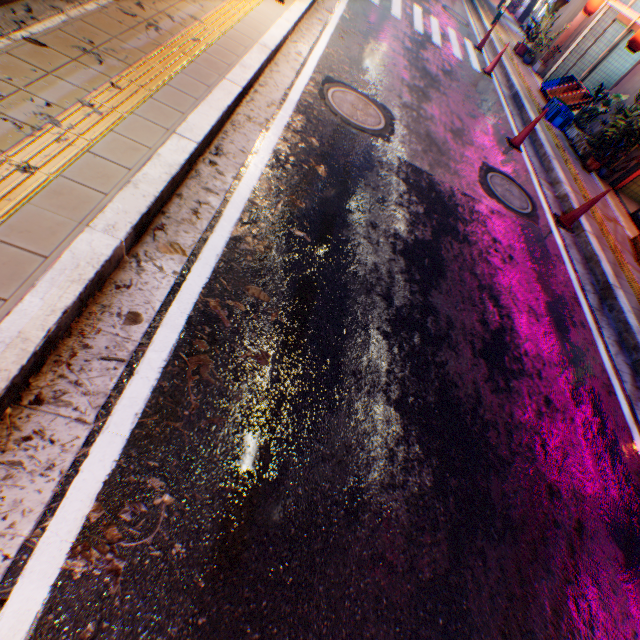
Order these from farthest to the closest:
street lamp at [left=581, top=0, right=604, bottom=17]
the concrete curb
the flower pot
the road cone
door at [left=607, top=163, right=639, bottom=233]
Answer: street lamp at [left=581, top=0, right=604, bottom=17]
the flower pot
door at [left=607, top=163, right=639, bottom=233]
the road cone
the concrete curb

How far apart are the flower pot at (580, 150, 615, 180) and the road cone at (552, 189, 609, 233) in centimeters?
345cm

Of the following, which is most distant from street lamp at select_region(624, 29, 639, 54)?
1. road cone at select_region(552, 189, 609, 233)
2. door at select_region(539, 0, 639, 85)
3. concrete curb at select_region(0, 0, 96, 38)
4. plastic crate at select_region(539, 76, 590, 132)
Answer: concrete curb at select_region(0, 0, 96, 38)

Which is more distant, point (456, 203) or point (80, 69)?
point (456, 203)

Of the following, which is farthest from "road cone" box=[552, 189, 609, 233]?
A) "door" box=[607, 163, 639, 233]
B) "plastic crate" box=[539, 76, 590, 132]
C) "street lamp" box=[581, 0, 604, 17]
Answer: "street lamp" box=[581, 0, 604, 17]

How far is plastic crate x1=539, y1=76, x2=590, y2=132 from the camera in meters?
9.1

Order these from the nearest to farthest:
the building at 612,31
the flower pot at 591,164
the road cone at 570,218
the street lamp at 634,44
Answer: the road cone at 570,218 < the flower pot at 591,164 < the street lamp at 634,44 < the building at 612,31

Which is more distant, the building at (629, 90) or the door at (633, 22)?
the door at (633, 22)
